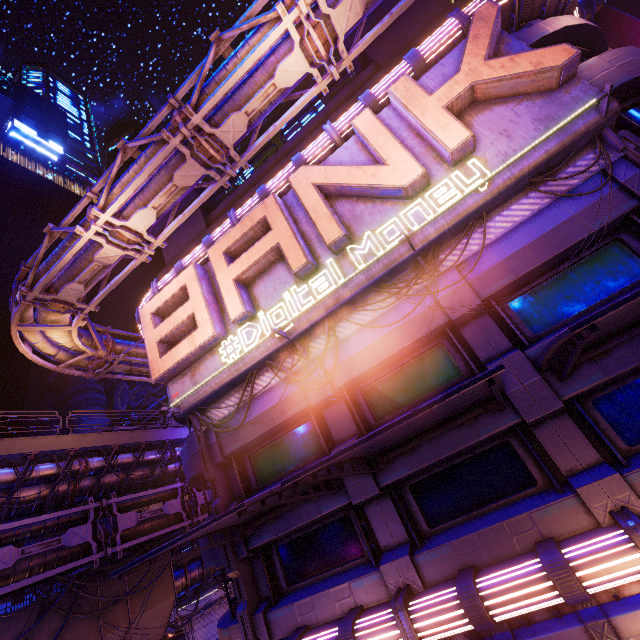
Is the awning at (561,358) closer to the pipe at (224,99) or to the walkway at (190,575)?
the pipe at (224,99)

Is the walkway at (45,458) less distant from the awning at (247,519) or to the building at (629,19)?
the awning at (247,519)

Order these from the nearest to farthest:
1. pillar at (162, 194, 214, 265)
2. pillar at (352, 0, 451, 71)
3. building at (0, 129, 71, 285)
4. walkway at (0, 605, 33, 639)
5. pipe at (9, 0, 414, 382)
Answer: pipe at (9, 0, 414, 382) → walkway at (0, 605, 33, 639) → pillar at (352, 0, 451, 71) → pillar at (162, 194, 214, 265) → building at (0, 129, 71, 285)

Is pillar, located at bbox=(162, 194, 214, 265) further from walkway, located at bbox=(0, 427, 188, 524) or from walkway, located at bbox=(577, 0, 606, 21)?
walkway, located at bbox=(577, 0, 606, 21)

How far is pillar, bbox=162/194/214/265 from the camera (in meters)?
18.38

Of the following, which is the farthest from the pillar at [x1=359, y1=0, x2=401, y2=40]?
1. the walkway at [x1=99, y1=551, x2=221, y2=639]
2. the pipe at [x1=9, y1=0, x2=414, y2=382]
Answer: the walkway at [x1=99, y1=551, x2=221, y2=639]

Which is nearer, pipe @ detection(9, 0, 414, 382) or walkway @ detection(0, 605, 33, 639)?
pipe @ detection(9, 0, 414, 382)

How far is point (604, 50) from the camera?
11.1m
